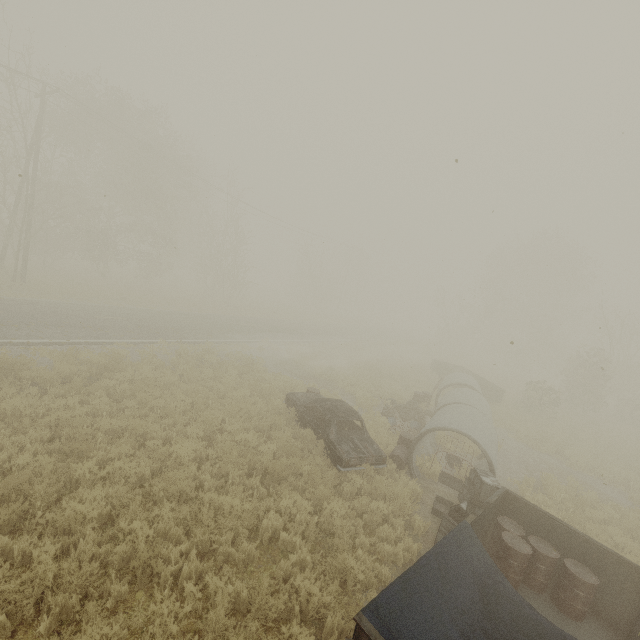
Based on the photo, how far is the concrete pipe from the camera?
9.7 meters

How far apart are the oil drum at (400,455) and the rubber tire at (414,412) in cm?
434

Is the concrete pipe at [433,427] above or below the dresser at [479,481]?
above

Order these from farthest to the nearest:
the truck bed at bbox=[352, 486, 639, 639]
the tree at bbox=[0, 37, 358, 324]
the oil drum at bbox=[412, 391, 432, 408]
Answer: the tree at bbox=[0, 37, 358, 324], the oil drum at bbox=[412, 391, 432, 408], the truck bed at bbox=[352, 486, 639, 639]

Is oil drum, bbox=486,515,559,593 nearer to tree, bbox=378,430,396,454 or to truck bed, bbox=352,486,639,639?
truck bed, bbox=352,486,639,639

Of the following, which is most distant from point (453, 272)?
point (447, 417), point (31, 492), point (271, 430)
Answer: point (31, 492)

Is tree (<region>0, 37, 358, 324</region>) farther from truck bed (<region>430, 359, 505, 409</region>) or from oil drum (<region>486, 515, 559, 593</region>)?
oil drum (<region>486, 515, 559, 593</region>)

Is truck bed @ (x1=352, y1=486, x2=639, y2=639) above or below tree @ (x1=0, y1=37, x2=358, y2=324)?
below
